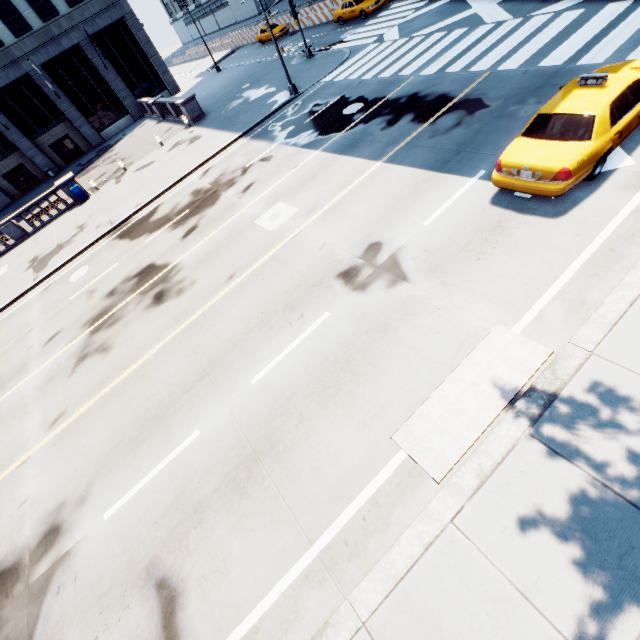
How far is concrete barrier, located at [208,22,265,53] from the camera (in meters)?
44.09

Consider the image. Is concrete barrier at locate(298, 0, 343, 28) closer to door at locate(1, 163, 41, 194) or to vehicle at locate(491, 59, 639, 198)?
vehicle at locate(491, 59, 639, 198)

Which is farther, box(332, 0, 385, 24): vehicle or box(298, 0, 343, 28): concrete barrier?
box(298, 0, 343, 28): concrete barrier

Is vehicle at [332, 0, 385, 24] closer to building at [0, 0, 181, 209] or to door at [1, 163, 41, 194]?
building at [0, 0, 181, 209]

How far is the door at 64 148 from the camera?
36.2m

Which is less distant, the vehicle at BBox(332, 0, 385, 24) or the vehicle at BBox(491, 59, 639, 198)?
the vehicle at BBox(491, 59, 639, 198)

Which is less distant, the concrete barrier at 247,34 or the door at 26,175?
the door at 26,175

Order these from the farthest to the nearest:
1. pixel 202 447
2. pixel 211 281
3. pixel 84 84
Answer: pixel 84 84 < pixel 211 281 < pixel 202 447
